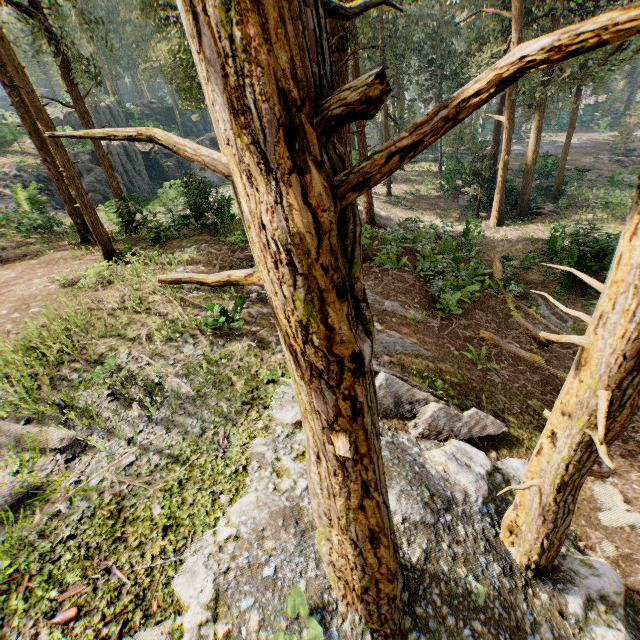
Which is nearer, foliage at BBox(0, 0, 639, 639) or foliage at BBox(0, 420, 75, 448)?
foliage at BBox(0, 0, 639, 639)

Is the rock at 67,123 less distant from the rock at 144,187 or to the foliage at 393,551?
the foliage at 393,551

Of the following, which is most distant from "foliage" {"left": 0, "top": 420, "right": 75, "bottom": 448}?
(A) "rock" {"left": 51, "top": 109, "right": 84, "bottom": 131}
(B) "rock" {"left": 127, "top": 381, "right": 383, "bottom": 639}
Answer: (A) "rock" {"left": 51, "top": 109, "right": 84, "bottom": 131}

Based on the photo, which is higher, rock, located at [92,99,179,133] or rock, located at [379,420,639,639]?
rock, located at [92,99,179,133]

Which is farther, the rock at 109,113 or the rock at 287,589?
the rock at 109,113

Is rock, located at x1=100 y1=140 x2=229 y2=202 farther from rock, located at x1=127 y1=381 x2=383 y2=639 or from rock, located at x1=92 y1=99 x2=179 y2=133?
rock, located at x1=127 y1=381 x2=383 y2=639

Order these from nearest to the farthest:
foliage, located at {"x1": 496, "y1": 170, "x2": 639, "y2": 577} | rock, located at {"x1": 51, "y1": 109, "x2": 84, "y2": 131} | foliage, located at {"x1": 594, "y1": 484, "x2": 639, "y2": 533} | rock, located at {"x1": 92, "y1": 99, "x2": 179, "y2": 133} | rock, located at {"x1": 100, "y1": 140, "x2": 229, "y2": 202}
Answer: foliage, located at {"x1": 496, "y1": 170, "x2": 639, "y2": 577} → foliage, located at {"x1": 594, "y1": 484, "x2": 639, "y2": 533} → rock, located at {"x1": 100, "y1": 140, "x2": 229, "y2": 202} → rock, located at {"x1": 51, "y1": 109, "x2": 84, "y2": 131} → rock, located at {"x1": 92, "y1": 99, "x2": 179, "y2": 133}

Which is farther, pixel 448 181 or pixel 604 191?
pixel 448 181
